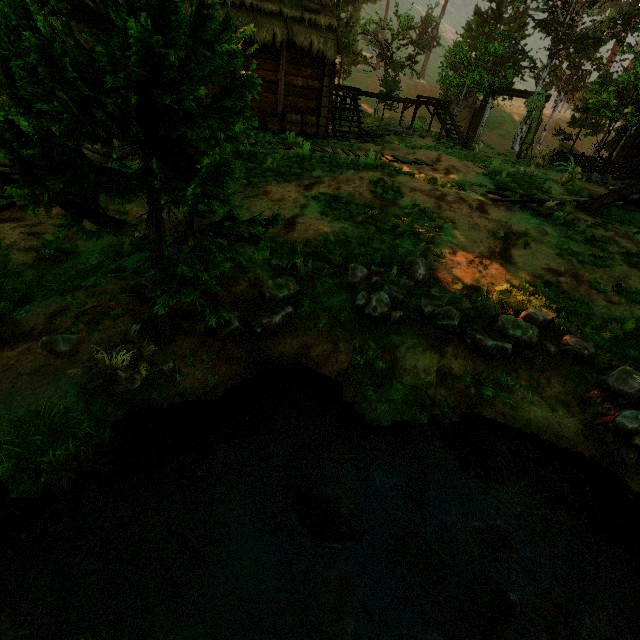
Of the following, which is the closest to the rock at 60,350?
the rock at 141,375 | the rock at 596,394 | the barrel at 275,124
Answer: the rock at 141,375

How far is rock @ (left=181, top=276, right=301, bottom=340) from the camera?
3.8 meters

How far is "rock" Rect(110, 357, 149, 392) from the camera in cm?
311

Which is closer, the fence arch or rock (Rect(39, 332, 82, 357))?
rock (Rect(39, 332, 82, 357))

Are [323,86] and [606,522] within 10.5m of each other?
no

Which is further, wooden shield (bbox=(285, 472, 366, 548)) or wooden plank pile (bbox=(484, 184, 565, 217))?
wooden plank pile (bbox=(484, 184, 565, 217))

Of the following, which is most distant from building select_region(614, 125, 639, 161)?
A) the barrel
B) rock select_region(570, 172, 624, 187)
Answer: rock select_region(570, 172, 624, 187)

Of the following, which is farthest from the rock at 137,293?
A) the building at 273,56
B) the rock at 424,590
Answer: the building at 273,56
